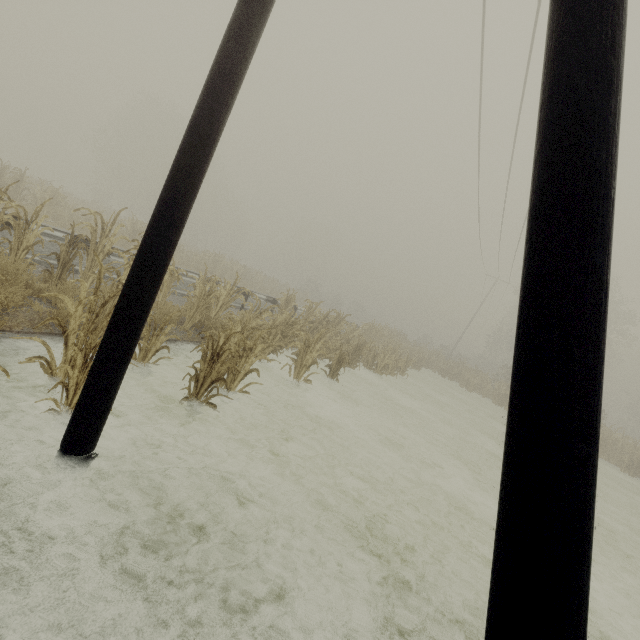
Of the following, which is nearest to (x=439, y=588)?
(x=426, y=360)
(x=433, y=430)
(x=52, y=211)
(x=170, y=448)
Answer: (x=170, y=448)

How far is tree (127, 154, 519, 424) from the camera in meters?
5.4

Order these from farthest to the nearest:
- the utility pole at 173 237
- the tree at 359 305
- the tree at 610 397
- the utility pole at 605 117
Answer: the tree at 610 397 → the tree at 359 305 → the utility pole at 173 237 → the utility pole at 605 117

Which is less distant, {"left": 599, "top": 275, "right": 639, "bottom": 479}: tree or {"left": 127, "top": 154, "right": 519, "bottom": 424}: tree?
{"left": 127, "top": 154, "right": 519, "bottom": 424}: tree

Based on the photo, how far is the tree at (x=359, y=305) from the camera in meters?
5.4 m

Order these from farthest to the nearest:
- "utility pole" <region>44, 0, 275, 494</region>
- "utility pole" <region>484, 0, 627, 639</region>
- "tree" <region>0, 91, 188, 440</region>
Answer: "tree" <region>0, 91, 188, 440</region> → "utility pole" <region>44, 0, 275, 494</region> → "utility pole" <region>484, 0, 627, 639</region>

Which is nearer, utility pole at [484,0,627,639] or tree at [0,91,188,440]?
utility pole at [484,0,627,639]
